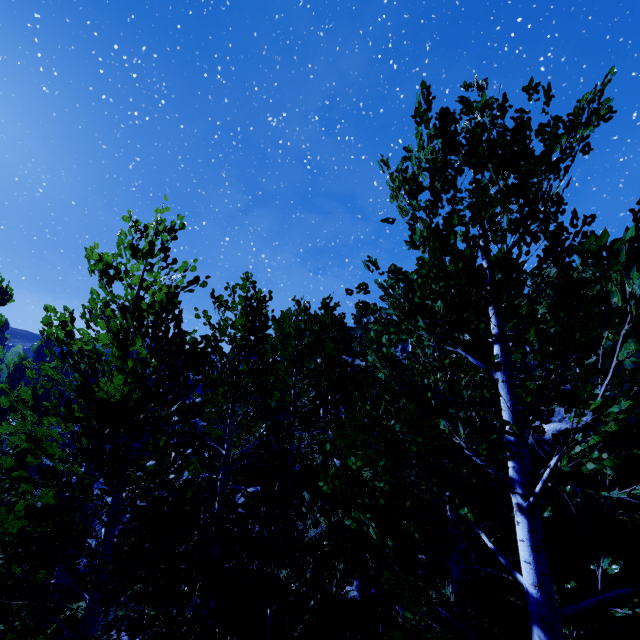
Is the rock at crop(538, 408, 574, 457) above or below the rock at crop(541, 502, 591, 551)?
above

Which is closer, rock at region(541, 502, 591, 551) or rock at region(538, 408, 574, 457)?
rock at region(541, 502, 591, 551)

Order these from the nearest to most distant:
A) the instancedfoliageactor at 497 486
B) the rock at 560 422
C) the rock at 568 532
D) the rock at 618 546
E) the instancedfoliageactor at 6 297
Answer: the instancedfoliageactor at 497 486
the rock at 618 546
the rock at 568 532
the rock at 560 422
the instancedfoliageactor at 6 297

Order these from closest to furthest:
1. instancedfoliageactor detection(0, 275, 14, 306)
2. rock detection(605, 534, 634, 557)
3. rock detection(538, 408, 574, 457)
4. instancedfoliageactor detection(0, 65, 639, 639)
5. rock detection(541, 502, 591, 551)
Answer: instancedfoliageactor detection(0, 65, 639, 639)
rock detection(605, 534, 634, 557)
rock detection(541, 502, 591, 551)
rock detection(538, 408, 574, 457)
instancedfoliageactor detection(0, 275, 14, 306)

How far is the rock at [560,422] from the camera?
9.9 meters

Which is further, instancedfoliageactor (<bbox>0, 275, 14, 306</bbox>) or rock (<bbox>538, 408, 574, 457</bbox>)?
instancedfoliageactor (<bbox>0, 275, 14, 306</bbox>)

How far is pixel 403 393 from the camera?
8.20m

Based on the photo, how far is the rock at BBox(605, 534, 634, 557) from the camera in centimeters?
838cm
